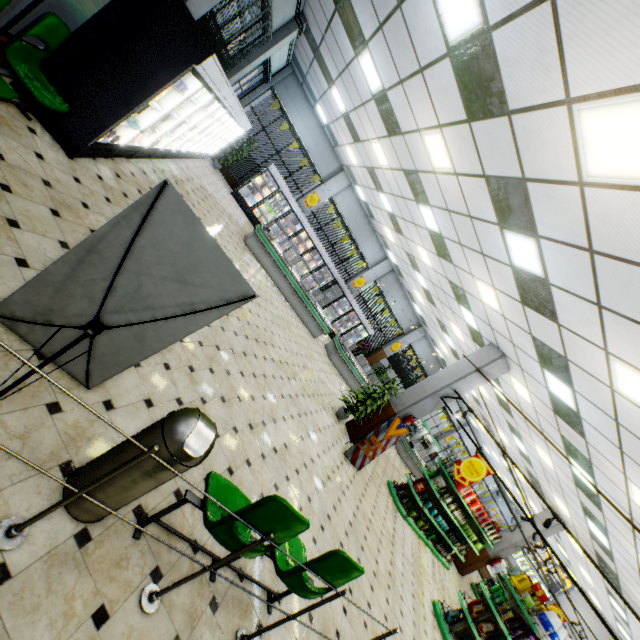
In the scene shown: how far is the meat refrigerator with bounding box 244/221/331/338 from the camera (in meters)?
11.30

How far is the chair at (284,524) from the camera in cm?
214

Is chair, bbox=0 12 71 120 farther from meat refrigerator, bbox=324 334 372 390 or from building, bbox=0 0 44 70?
meat refrigerator, bbox=324 334 372 390

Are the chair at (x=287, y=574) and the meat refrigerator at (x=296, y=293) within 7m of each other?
no

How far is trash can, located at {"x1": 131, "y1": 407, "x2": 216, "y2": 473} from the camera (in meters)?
1.92

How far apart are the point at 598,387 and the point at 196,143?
11.3 meters

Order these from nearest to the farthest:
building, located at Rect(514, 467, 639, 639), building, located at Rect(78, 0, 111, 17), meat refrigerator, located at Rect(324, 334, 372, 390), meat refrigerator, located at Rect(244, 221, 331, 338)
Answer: building, located at Rect(78, 0, 111, 17) → meat refrigerator, located at Rect(244, 221, 331, 338) → building, located at Rect(514, 467, 639, 639) → meat refrigerator, located at Rect(324, 334, 372, 390)

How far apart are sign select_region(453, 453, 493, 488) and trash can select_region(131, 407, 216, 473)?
6.89m
